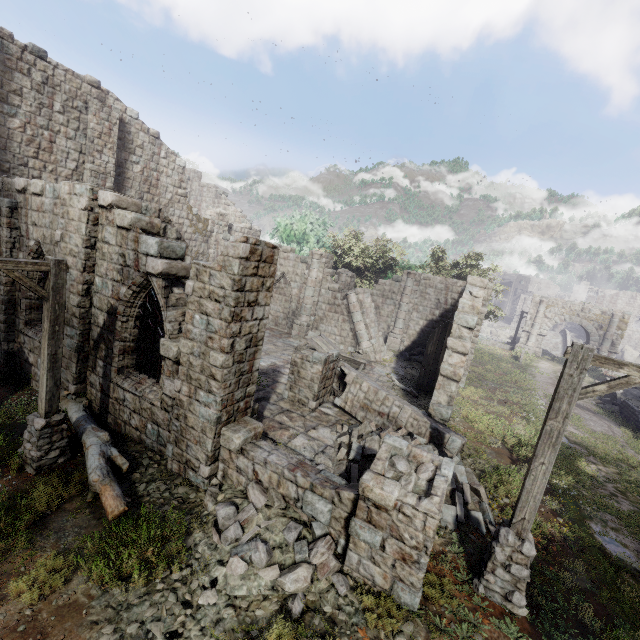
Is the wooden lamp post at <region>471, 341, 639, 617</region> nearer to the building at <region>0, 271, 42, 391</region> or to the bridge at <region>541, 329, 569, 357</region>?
the building at <region>0, 271, 42, 391</region>

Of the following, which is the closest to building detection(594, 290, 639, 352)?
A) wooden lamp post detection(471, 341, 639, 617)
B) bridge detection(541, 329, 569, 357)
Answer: wooden lamp post detection(471, 341, 639, 617)

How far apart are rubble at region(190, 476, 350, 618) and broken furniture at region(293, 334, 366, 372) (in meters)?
10.09

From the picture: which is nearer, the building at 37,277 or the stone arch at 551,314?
the building at 37,277

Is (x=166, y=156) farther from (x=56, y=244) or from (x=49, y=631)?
(x=49, y=631)

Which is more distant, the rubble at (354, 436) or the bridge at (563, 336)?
the bridge at (563, 336)

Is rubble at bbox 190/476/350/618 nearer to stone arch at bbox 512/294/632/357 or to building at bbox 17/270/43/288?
building at bbox 17/270/43/288

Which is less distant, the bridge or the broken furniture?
the broken furniture
